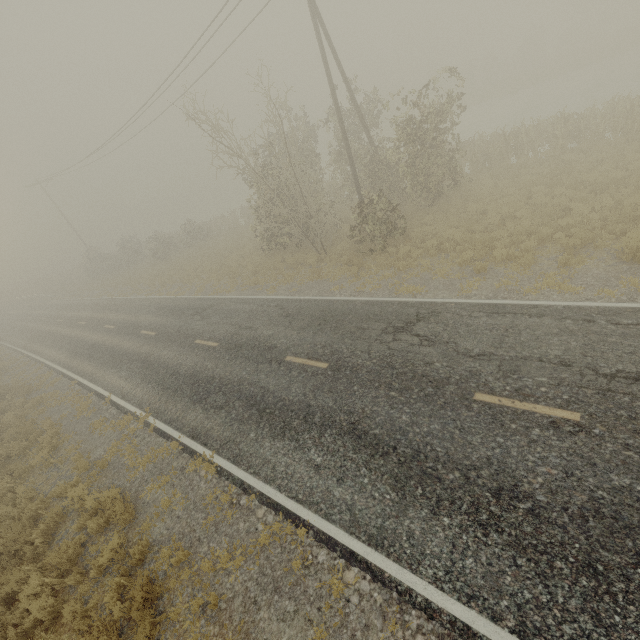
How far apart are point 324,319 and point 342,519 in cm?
697
